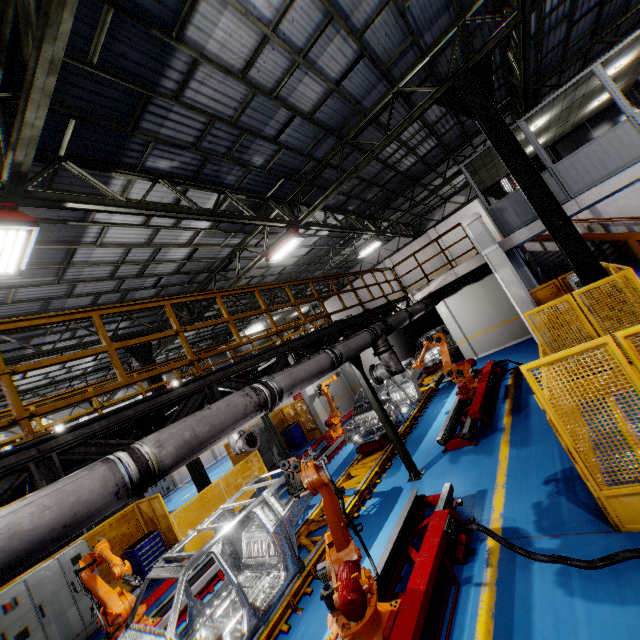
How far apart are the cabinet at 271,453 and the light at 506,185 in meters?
19.4

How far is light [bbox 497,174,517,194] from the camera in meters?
19.5 m

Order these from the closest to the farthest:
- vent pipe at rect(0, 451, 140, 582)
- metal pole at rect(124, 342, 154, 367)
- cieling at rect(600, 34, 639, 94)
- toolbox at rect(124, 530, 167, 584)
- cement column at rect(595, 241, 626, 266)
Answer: vent pipe at rect(0, 451, 140, 582), cieling at rect(600, 34, 639, 94), toolbox at rect(124, 530, 167, 584), metal pole at rect(124, 342, 154, 367), cement column at rect(595, 241, 626, 266)

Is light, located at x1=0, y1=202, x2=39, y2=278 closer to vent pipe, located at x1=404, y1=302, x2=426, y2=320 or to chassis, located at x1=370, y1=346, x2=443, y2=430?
vent pipe, located at x1=404, y1=302, x2=426, y2=320

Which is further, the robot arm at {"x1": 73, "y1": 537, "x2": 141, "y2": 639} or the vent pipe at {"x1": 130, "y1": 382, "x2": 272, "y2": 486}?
the robot arm at {"x1": 73, "y1": 537, "x2": 141, "y2": 639}

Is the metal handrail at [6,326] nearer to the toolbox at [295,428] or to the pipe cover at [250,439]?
the pipe cover at [250,439]

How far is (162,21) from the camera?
4.9m

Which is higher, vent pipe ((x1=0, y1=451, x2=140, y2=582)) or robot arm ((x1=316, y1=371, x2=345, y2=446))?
vent pipe ((x1=0, y1=451, x2=140, y2=582))
